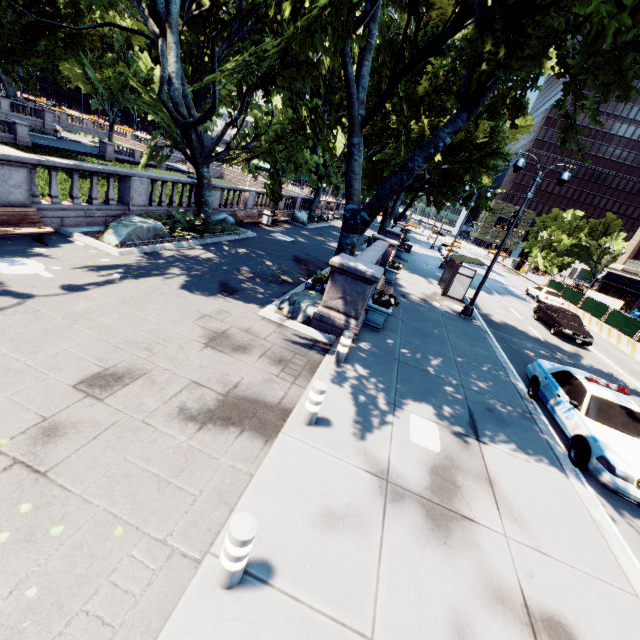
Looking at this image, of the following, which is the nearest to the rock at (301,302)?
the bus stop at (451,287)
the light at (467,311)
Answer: the light at (467,311)

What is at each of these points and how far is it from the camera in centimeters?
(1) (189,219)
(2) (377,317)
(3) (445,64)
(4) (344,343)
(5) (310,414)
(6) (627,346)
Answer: (1) bush, 1520cm
(2) planter, 1067cm
(3) tree, 2531cm
(4) pillar, 784cm
(5) pillar, 557cm
(6) concrete barrier, 2173cm

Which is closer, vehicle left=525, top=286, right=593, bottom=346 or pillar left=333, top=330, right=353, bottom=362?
pillar left=333, top=330, right=353, bottom=362

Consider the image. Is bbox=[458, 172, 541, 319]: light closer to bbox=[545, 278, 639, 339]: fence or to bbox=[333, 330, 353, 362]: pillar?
bbox=[333, 330, 353, 362]: pillar

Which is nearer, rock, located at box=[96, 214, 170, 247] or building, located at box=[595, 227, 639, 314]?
rock, located at box=[96, 214, 170, 247]

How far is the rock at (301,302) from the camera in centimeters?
967cm

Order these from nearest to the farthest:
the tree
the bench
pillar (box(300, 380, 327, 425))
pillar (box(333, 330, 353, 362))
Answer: pillar (box(300, 380, 327, 425)) → the tree → pillar (box(333, 330, 353, 362)) → the bench

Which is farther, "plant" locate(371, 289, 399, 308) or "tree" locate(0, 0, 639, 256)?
"plant" locate(371, 289, 399, 308)
